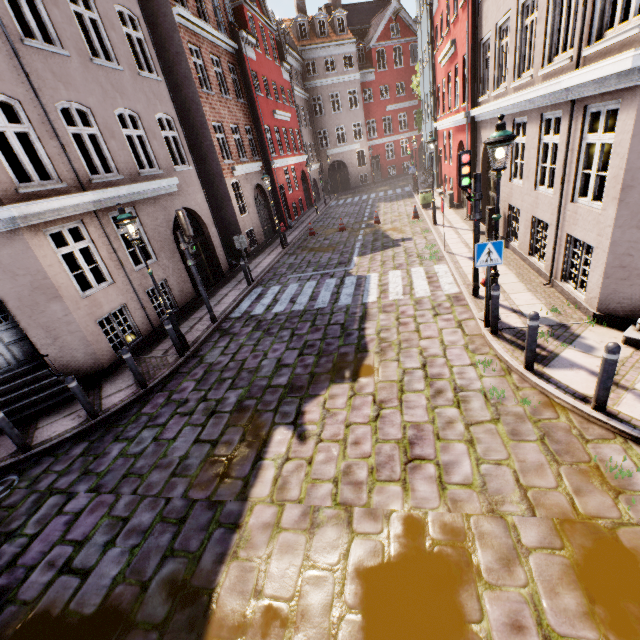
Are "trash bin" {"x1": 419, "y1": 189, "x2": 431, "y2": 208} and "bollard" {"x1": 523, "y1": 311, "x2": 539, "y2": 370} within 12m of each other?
no

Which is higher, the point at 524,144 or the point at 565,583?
the point at 524,144

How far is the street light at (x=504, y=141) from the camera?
5.3 meters

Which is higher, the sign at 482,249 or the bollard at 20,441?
the sign at 482,249

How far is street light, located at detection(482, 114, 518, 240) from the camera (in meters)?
5.30

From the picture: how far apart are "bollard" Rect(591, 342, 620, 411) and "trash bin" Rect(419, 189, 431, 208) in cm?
1669

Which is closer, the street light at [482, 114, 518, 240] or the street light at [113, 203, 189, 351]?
the street light at [482, 114, 518, 240]

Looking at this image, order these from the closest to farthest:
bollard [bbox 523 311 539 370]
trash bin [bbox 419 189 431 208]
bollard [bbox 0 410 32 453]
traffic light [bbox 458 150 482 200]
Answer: bollard [bbox 523 311 539 370]
bollard [bbox 0 410 32 453]
traffic light [bbox 458 150 482 200]
trash bin [bbox 419 189 431 208]
